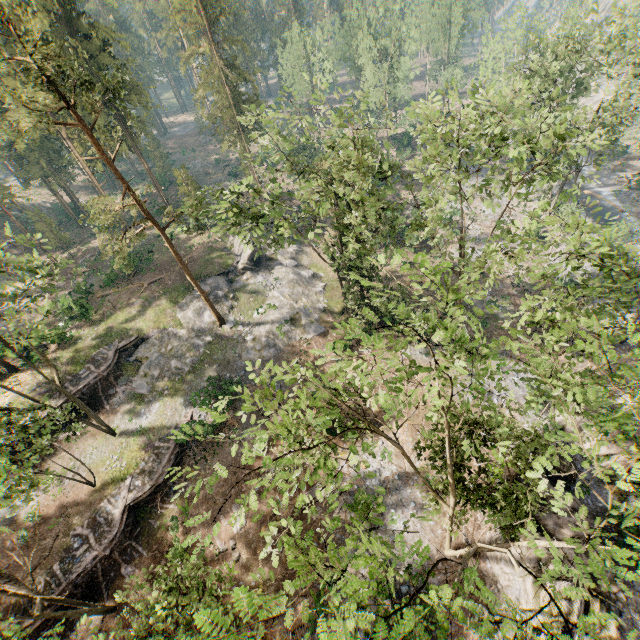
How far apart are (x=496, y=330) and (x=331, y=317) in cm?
1579

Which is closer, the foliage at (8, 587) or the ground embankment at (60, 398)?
the foliage at (8, 587)

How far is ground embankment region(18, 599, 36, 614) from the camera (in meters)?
19.25

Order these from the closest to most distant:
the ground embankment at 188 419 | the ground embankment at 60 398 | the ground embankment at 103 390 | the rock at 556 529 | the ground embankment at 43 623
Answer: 1. the rock at 556 529
2. the ground embankment at 43 623
3. the ground embankment at 188 419
4. the ground embankment at 60 398
5. the ground embankment at 103 390

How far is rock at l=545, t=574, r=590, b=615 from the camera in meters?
15.3 m

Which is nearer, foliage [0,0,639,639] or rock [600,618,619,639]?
foliage [0,0,639,639]

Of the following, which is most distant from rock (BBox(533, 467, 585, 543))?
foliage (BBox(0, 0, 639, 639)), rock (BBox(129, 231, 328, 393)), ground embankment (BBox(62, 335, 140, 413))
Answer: ground embankment (BBox(62, 335, 140, 413))

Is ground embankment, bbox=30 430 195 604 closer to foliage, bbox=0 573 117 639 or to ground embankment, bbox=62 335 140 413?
foliage, bbox=0 573 117 639
